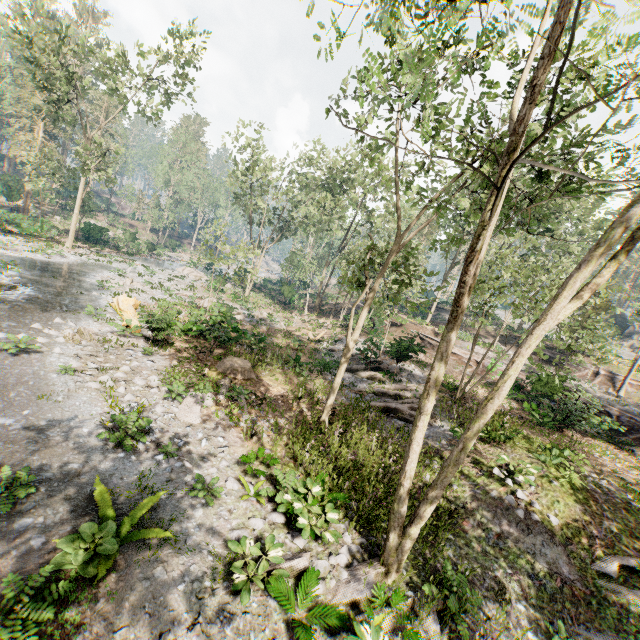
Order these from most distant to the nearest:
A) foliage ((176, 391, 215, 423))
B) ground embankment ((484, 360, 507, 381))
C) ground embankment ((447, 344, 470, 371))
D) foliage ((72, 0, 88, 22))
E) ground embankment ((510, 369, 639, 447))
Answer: foliage ((72, 0, 88, 22)) < ground embankment ((447, 344, 470, 371)) < ground embankment ((484, 360, 507, 381)) < ground embankment ((510, 369, 639, 447)) < foliage ((176, 391, 215, 423))

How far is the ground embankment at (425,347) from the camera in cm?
1911

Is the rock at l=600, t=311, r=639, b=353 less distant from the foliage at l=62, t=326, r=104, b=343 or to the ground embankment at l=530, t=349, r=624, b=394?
the foliage at l=62, t=326, r=104, b=343

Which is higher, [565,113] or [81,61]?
[81,61]

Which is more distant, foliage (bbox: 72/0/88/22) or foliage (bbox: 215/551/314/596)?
foliage (bbox: 72/0/88/22)

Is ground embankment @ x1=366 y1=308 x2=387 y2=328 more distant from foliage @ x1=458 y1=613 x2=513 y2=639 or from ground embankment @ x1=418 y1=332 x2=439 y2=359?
ground embankment @ x1=418 y1=332 x2=439 y2=359

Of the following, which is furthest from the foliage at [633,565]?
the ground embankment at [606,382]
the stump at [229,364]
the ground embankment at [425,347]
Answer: the stump at [229,364]

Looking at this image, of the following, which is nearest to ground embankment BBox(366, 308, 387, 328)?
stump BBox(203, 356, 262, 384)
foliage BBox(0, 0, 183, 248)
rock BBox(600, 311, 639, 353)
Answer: foliage BBox(0, 0, 183, 248)
